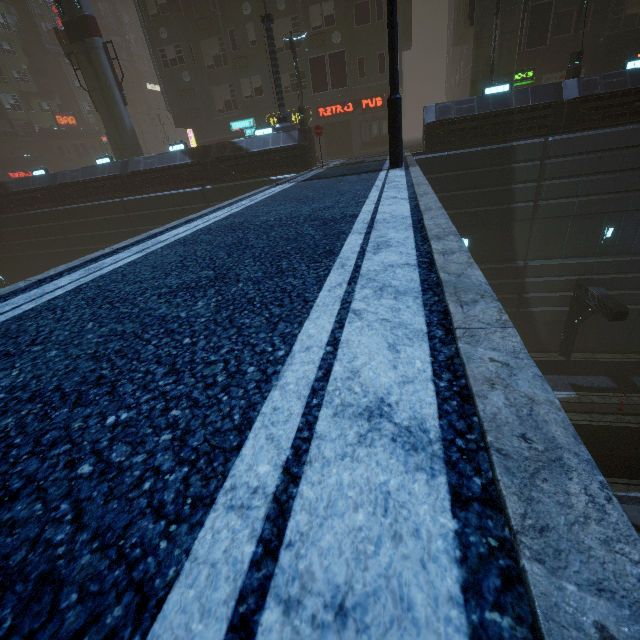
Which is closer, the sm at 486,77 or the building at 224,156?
the sm at 486,77

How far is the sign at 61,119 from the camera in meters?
45.8 m

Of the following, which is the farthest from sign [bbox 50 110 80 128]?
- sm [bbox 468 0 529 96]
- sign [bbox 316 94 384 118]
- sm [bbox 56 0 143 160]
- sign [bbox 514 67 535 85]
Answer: sign [bbox 514 67 535 85]

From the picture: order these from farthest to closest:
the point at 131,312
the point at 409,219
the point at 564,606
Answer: the point at 409,219, the point at 131,312, the point at 564,606

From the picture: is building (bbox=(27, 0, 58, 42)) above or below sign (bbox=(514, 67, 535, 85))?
above

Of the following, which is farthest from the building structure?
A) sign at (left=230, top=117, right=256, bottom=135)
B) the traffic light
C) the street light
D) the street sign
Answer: the street light

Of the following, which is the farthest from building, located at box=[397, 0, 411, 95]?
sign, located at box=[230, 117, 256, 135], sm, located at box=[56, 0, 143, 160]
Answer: sm, located at box=[56, 0, 143, 160]

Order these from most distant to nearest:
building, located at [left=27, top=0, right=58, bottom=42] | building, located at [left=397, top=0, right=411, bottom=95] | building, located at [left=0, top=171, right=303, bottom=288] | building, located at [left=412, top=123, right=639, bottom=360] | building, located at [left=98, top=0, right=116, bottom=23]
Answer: building, located at [left=98, top=0, right=116, bottom=23] < building, located at [left=27, top=0, right=58, bottom=42] < building, located at [left=397, top=0, right=411, bottom=95] < building, located at [left=0, top=171, right=303, bottom=288] < building, located at [left=412, top=123, right=639, bottom=360]
